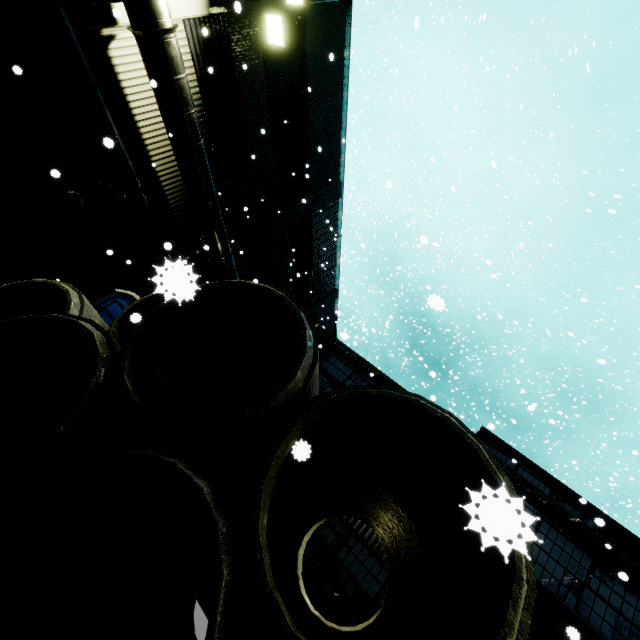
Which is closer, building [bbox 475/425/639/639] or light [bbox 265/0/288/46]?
building [bbox 475/425/639/639]

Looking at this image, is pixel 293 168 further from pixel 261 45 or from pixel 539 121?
pixel 539 121

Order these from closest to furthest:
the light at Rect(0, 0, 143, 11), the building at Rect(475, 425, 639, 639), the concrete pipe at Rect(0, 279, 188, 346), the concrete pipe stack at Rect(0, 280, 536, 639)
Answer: the concrete pipe stack at Rect(0, 280, 536, 639), the concrete pipe at Rect(0, 279, 188, 346), the light at Rect(0, 0, 143, 11), the building at Rect(475, 425, 639, 639)

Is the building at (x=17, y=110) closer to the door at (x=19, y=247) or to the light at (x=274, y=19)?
the door at (x=19, y=247)

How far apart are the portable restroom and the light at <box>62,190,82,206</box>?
3.10m

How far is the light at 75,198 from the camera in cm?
914

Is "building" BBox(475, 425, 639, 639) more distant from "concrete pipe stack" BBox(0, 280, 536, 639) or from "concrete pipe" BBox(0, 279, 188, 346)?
"concrete pipe" BBox(0, 279, 188, 346)

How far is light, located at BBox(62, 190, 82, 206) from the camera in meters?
9.1 m
